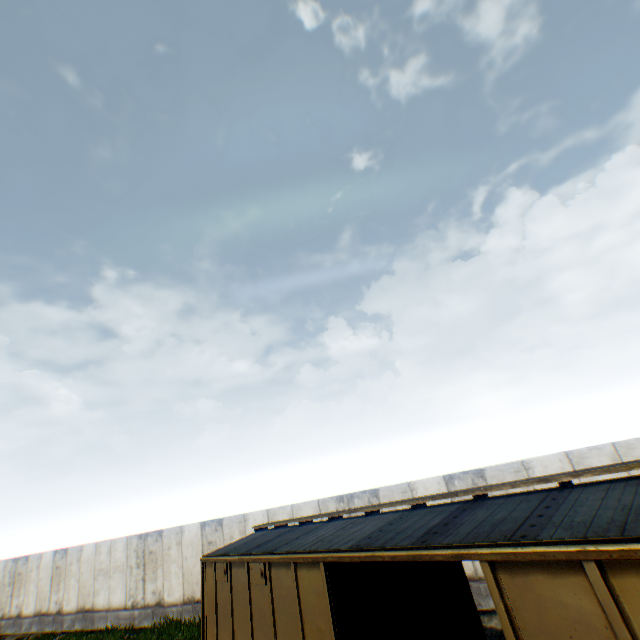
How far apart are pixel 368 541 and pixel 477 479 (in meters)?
7.90
